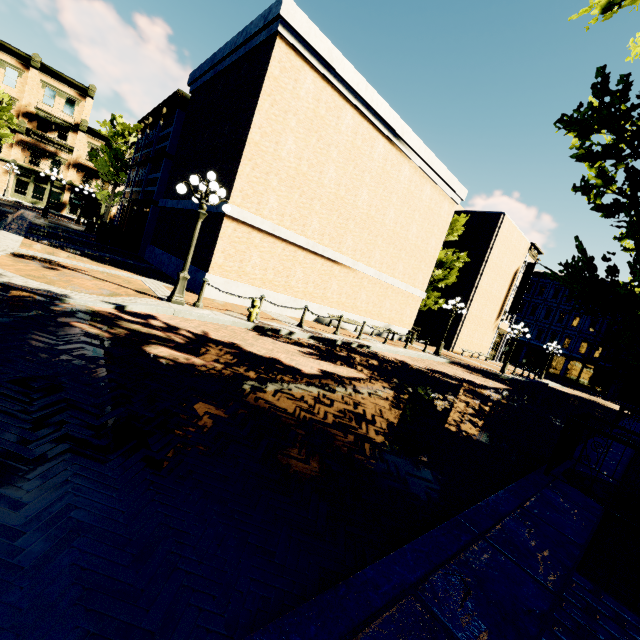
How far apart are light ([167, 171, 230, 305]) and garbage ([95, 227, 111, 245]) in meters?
12.3 m

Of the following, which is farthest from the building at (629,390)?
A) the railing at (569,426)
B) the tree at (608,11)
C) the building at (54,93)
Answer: the building at (54,93)

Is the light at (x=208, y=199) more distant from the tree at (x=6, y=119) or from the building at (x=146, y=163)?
the building at (x=146, y=163)

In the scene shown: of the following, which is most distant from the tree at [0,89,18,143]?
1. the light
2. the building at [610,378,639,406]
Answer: the light

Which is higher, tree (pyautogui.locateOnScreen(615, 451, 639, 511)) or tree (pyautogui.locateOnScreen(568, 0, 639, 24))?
tree (pyautogui.locateOnScreen(568, 0, 639, 24))

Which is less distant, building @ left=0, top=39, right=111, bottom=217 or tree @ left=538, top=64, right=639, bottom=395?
tree @ left=538, top=64, right=639, bottom=395

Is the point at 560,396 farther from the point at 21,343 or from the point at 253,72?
the point at 21,343
